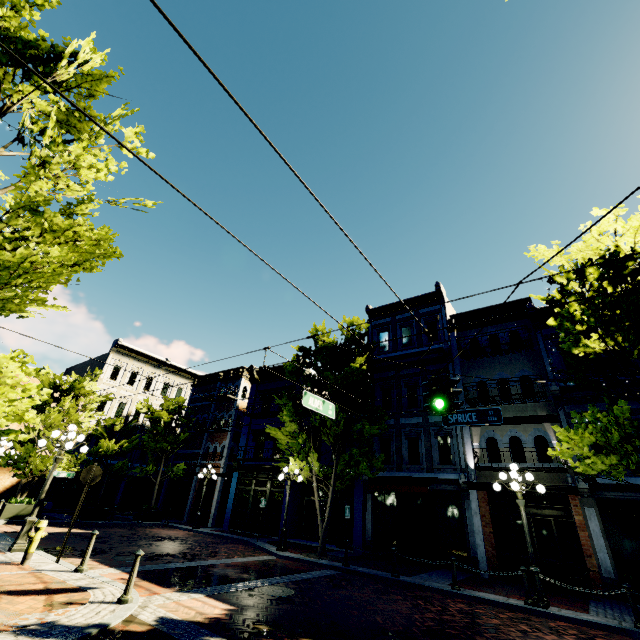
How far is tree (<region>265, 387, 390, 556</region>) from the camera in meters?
14.4 m

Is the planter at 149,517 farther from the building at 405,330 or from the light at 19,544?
the light at 19,544

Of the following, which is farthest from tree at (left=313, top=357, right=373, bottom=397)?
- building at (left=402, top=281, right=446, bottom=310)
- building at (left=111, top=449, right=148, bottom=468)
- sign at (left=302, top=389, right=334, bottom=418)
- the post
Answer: building at (left=111, top=449, right=148, bottom=468)

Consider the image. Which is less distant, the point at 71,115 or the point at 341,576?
the point at 71,115

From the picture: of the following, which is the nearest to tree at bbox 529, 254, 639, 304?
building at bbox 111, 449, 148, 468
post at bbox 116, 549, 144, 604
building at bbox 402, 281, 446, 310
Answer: building at bbox 402, 281, 446, 310

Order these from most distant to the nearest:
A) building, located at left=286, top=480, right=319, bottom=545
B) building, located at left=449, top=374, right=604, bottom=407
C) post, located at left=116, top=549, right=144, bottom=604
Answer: building, located at left=286, top=480, right=319, bottom=545 < building, located at left=449, top=374, right=604, bottom=407 < post, located at left=116, top=549, right=144, bottom=604

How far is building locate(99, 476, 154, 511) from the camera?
26.72m

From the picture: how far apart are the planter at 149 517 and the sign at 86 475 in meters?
14.2 m
